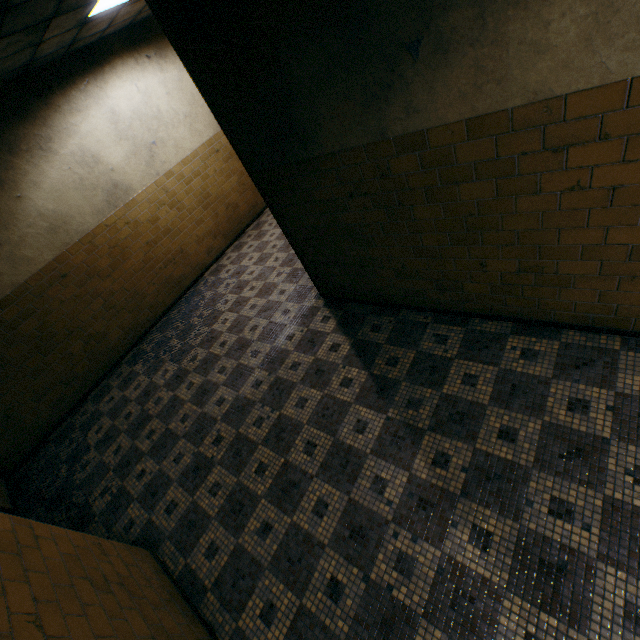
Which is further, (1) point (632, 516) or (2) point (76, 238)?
(2) point (76, 238)
